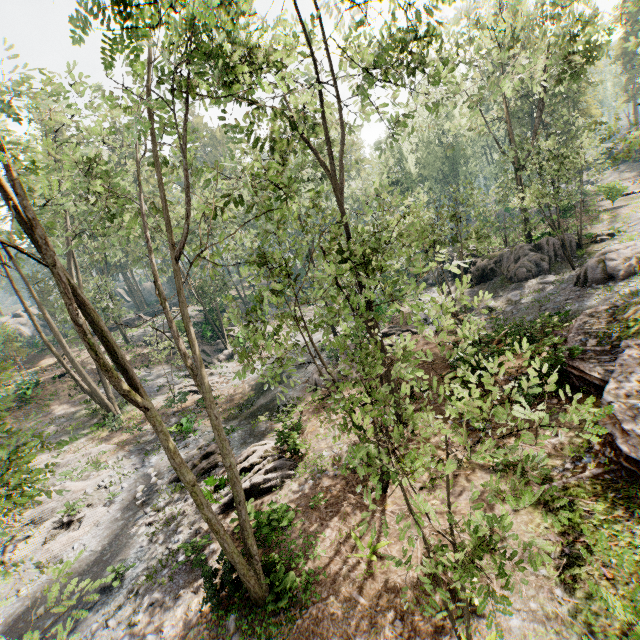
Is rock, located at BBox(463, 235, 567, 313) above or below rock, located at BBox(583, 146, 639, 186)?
below

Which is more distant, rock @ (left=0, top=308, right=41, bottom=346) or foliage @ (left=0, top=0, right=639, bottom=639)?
rock @ (left=0, top=308, right=41, bottom=346)

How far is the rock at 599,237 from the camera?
23.0m

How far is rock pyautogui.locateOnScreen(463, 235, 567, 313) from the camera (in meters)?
22.33

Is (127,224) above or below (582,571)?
above

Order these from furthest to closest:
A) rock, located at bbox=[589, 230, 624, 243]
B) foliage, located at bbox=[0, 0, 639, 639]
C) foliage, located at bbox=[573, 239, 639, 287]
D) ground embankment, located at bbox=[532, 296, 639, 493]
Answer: rock, located at bbox=[589, 230, 624, 243], foliage, located at bbox=[573, 239, 639, 287], ground embankment, located at bbox=[532, 296, 639, 493], foliage, located at bbox=[0, 0, 639, 639]

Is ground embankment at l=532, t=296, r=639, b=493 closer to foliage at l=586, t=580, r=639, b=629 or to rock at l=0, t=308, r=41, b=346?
foliage at l=586, t=580, r=639, b=629
